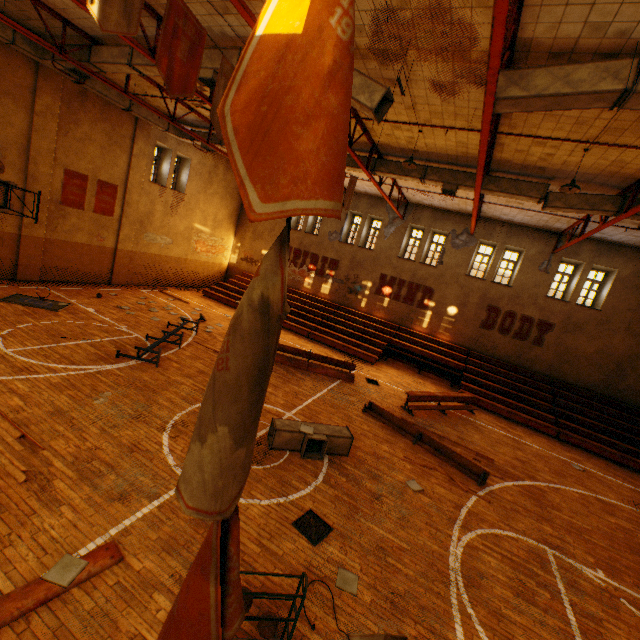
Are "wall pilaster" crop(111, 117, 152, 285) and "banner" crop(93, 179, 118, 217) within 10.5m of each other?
yes

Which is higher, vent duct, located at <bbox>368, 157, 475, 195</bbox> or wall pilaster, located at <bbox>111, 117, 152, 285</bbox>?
vent duct, located at <bbox>368, 157, 475, 195</bbox>

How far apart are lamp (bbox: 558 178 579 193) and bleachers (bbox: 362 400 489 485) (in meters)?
7.68

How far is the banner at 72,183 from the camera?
14.0m

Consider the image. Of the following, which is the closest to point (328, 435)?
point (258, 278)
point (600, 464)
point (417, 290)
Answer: point (258, 278)

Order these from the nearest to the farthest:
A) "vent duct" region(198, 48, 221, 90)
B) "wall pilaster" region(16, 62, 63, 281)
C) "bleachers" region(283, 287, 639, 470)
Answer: "vent duct" region(198, 48, 221, 90) < "wall pilaster" region(16, 62, 63, 281) < "bleachers" region(283, 287, 639, 470)

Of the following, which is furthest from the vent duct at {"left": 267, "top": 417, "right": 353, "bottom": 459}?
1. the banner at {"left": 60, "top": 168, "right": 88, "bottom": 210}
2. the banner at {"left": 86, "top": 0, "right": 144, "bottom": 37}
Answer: the banner at {"left": 60, "top": 168, "right": 88, "bottom": 210}

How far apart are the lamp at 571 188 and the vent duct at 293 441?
8.41m
